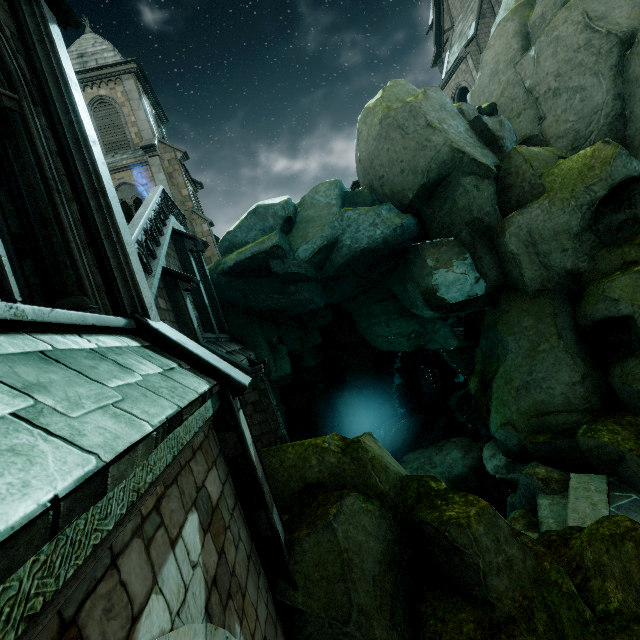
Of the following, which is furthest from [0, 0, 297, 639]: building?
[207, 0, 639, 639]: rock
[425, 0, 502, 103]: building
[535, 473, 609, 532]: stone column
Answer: [425, 0, 502, 103]: building

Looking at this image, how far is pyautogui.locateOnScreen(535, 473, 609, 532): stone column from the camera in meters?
7.7 m

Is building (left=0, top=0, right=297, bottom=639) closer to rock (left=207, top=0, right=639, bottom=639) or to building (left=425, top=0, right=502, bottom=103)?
A: rock (left=207, top=0, right=639, bottom=639)

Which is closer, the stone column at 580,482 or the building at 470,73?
the stone column at 580,482

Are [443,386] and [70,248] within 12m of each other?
no

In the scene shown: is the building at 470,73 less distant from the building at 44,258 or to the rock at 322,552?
the rock at 322,552

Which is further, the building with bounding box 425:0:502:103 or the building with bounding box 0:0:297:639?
the building with bounding box 425:0:502:103
